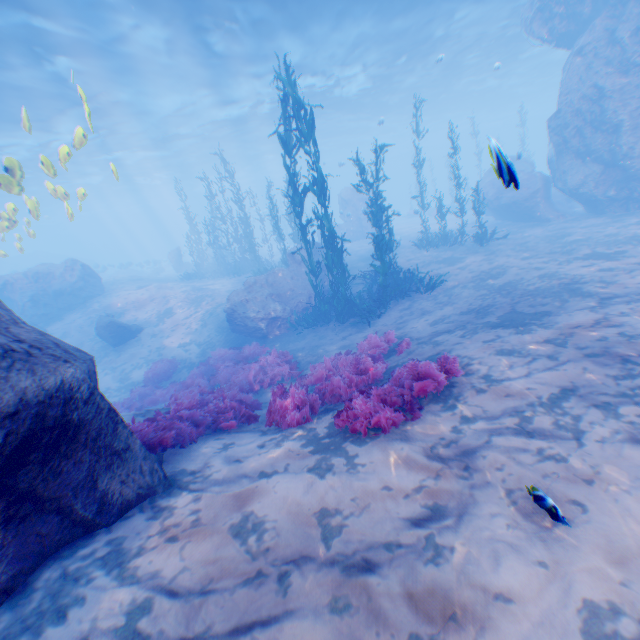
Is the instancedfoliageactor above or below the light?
below

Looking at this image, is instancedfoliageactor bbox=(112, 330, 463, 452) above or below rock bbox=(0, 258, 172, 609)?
below

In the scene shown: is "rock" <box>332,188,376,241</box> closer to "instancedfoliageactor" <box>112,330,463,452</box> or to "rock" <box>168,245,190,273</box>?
"instancedfoliageactor" <box>112,330,463,452</box>

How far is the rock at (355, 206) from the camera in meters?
28.3 m

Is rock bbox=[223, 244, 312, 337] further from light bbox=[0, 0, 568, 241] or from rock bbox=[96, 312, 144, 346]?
rock bbox=[96, 312, 144, 346]

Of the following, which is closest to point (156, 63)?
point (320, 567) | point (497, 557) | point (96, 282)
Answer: point (96, 282)

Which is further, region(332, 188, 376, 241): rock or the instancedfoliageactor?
region(332, 188, 376, 241): rock

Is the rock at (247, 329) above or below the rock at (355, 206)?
below
